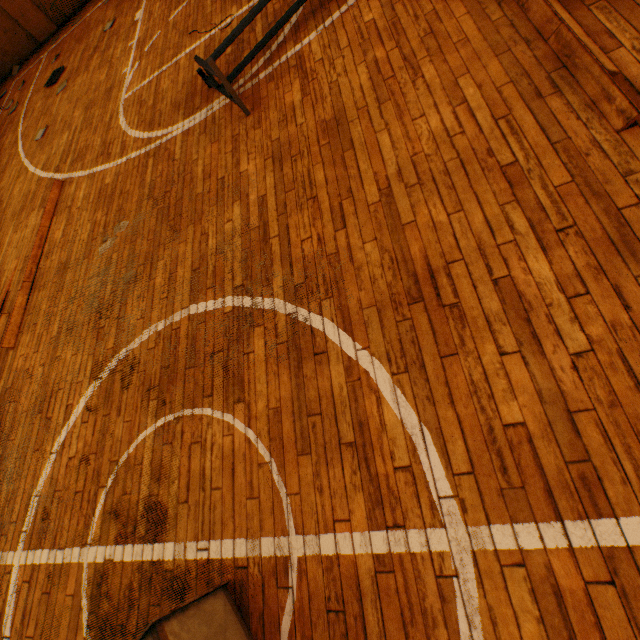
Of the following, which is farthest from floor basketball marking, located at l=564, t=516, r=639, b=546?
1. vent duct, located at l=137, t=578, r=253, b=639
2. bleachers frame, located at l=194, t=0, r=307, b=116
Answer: bleachers frame, located at l=194, t=0, r=307, b=116

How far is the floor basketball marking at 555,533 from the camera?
1.4 meters

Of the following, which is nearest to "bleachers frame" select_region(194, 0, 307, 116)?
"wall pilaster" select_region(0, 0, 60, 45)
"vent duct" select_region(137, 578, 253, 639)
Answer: "vent duct" select_region(137, 578, 253, 639)

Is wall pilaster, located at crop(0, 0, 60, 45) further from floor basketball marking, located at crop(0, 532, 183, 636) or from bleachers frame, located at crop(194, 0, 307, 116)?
→ floor basketball marking, located at crop(0, 532, 183, 636)

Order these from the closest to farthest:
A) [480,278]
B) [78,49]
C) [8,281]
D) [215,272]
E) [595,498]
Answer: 1. [595,498]
2. [480,278]
3. [215,272]
4. [8,281]
5. [78,49]

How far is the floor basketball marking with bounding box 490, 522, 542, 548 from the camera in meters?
1.4

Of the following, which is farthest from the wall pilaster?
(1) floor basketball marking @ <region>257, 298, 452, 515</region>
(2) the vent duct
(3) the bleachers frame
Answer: (2) the vent duct
